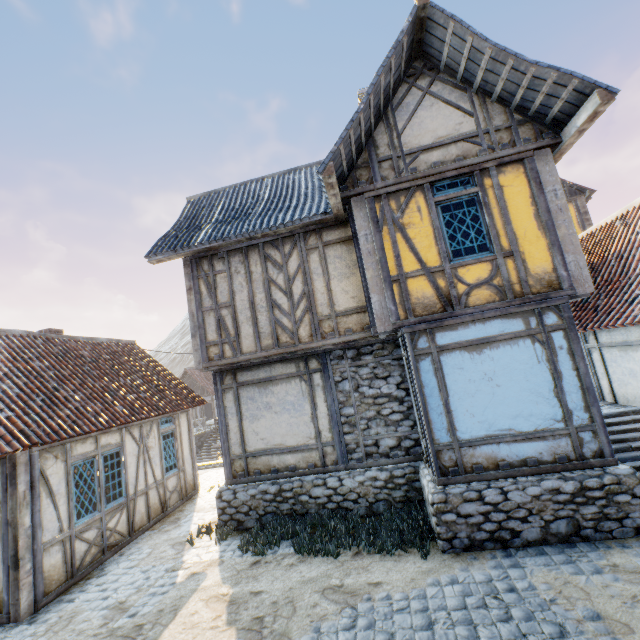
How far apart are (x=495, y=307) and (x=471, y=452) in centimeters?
276cm

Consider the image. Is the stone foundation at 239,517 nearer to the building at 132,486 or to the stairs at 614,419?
the stairs at 614,419

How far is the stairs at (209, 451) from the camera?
26.06m

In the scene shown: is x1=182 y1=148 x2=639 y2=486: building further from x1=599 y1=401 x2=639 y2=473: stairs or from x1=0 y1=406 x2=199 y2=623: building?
x1=0 y1=406 x2=199 y2=623: building

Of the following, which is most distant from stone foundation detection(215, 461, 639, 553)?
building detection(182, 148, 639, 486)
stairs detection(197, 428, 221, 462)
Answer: stairs detection(197, 428, 221, 462)

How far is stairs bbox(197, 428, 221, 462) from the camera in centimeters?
2606cm

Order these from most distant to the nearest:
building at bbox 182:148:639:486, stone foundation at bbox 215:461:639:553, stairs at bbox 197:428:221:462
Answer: stairs at bbox 197:428:221:462 < building at bbox 182:148:639:486 < stone foundation at bbox 215:461:639:553

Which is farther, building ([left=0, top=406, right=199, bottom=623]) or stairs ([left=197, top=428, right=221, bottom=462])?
stairs ([left=197, top=428, right=221, bottom=462])
